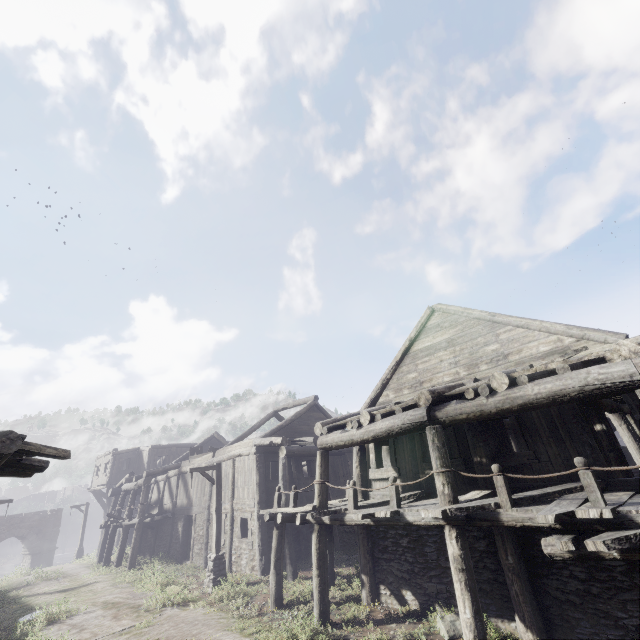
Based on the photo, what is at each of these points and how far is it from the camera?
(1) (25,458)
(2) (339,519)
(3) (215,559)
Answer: (1) building, 6.6 meters
(2) building, 9.2 meters
(3) wooden lamp post, 13.5 meters

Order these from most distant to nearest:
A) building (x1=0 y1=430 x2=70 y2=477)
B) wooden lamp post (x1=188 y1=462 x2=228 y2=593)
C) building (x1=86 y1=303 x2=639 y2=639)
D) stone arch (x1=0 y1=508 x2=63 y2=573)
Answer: stone arch (x1=0 y1=508 x2=63 y2=573) < wooden lamp post (x1=188 y1=462 x2=228 y2=593) < building (x1=86 y1=303 x2=639 y2=639) < building (x1=0 y1=430 x2=70 y2=477)

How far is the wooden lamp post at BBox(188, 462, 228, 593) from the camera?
13.10m

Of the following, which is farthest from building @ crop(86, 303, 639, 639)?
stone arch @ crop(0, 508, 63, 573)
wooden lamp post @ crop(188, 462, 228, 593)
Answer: wooden lamp post @ crop(188, 462, 228, 593)

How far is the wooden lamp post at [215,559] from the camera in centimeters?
1310cm

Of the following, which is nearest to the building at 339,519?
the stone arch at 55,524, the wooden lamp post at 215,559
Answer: the stone arch at 55,524
